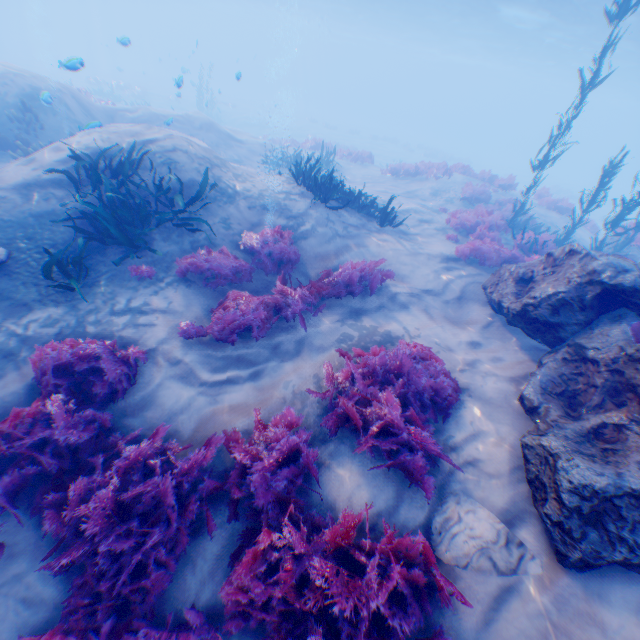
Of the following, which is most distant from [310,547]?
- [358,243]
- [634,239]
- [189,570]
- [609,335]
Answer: [634,239]

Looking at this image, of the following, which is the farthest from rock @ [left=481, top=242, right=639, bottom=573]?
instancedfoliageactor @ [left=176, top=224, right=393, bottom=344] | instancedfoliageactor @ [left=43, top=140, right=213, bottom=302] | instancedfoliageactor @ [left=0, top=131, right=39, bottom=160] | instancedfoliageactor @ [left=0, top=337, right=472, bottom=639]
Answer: instancedfoliageactor @ [left=0, top=131, right=39, bottom=160]

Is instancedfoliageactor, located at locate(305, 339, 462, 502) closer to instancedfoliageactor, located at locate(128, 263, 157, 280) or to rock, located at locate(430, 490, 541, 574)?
rock, located at locate(430, 490, 541, 574)

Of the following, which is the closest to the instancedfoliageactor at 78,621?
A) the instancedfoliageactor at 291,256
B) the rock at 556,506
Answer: the rock at 556,506

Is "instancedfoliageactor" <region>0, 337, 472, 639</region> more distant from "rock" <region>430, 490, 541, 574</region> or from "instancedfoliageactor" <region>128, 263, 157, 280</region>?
"instancedfoliageactor" <region>128, 263, 157, 280</region>

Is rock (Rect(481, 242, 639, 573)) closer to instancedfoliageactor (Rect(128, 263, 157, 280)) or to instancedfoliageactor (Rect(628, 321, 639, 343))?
instancedfoliageactor (Rect(628, 321, 639, 343))

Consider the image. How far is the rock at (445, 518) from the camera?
3.3 meters

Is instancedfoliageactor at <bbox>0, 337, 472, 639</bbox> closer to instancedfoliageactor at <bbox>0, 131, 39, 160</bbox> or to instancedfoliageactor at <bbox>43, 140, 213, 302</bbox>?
instancedfoliageactor at <bbox>43, 140, 213, 302</bbox>
